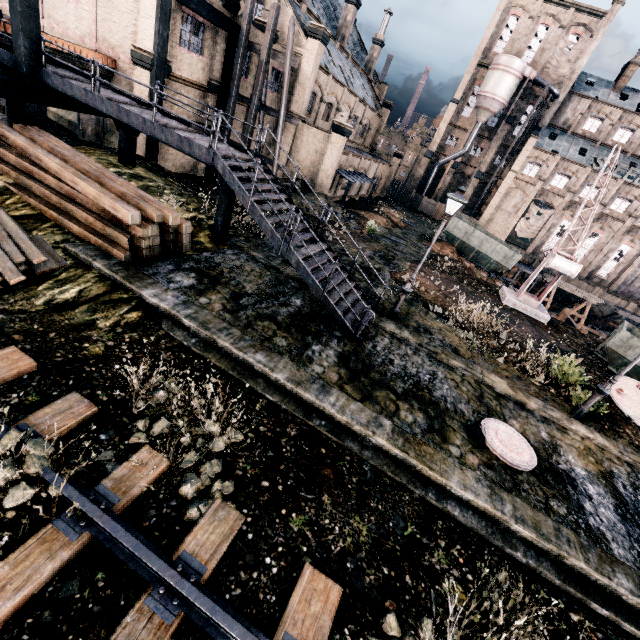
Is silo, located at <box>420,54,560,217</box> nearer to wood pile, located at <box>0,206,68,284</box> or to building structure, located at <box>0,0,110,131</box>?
building structure, located at <box>0,0,110,131</box>

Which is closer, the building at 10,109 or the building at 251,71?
the building at 10,109

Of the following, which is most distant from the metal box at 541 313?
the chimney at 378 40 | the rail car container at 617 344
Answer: the chimney at 378 40

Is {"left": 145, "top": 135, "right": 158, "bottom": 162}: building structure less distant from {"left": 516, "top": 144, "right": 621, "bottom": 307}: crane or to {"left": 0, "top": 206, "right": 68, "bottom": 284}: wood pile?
{"left": 0, "top": 206, "right": 68, "bottom": 284}: wood pile

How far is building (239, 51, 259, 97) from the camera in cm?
2323

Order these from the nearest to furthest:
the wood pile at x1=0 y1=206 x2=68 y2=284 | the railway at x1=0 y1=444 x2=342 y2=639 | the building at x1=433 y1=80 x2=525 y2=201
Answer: the railway at x1=0 y1=444 x2=342 y2=639, the wood pile at x1=0 y1=206 x2=68 y2=284, the building at x1=433 y1=80 x2=525 y2=201

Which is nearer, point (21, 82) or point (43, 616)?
point (43, 616)

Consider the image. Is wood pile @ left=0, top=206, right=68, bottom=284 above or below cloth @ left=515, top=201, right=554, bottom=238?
below
